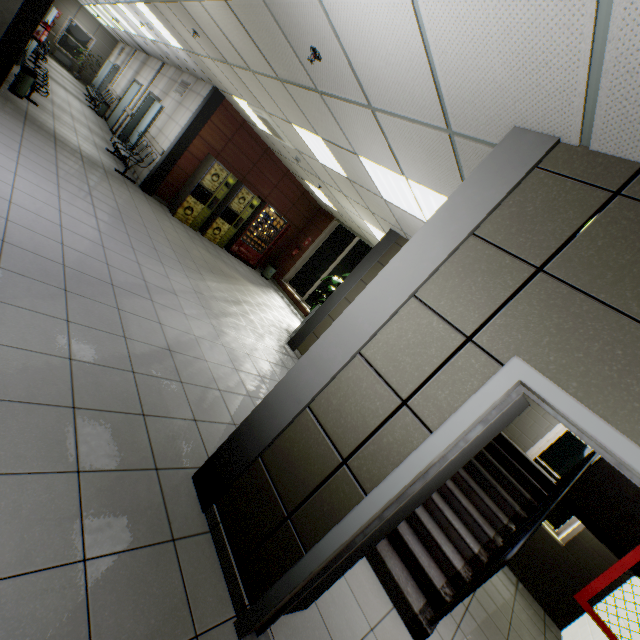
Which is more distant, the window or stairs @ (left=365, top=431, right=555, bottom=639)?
the window

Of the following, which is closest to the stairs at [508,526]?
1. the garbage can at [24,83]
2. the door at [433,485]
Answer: the door at [433,485]

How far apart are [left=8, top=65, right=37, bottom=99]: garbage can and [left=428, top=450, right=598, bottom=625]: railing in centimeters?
1166cm

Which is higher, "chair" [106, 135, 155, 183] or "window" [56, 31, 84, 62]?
"window" [56, 31, 84, 62]

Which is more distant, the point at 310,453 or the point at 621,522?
the point at 621,522

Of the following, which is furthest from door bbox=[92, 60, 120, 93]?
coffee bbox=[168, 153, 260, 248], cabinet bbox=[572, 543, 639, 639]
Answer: cabinet bbox=[572, 543, 639, 639]

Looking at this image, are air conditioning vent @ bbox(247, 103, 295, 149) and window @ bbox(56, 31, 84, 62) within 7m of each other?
no

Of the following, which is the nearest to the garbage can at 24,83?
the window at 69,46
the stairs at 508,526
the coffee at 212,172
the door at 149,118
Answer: the door at 149,118
